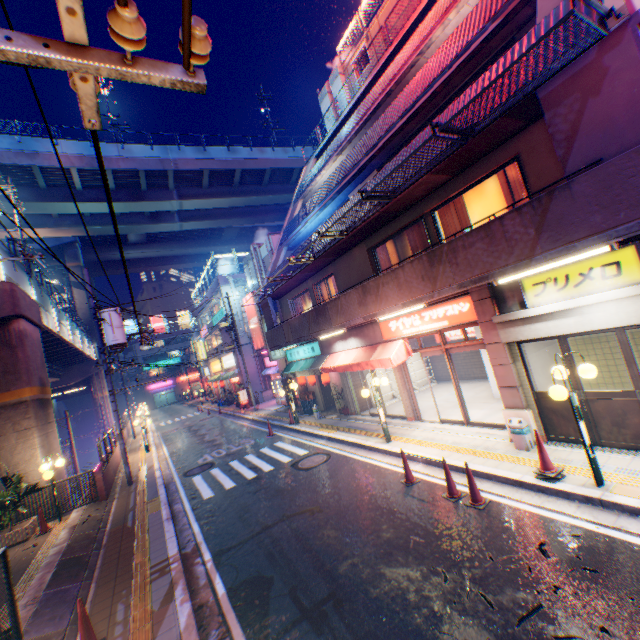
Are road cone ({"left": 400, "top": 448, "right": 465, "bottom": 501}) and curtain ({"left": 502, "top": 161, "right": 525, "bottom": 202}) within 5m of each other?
no

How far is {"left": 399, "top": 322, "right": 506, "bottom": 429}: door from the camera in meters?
9.7

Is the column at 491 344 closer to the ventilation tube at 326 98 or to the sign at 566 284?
the sign at 566 284

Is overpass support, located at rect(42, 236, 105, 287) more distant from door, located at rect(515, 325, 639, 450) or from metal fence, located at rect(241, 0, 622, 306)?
door, located at rect(515, 325, 639, 450)

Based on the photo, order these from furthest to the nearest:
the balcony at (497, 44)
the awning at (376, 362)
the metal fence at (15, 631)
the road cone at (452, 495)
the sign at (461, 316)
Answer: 1. the awning at (376, 362)
2. the sign at (461, 316)
3. the balcony at (497, 44)
4. the road cone at (452, 495)
5. the metal fence at (15, 631)

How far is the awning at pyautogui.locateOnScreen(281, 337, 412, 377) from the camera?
11.2m

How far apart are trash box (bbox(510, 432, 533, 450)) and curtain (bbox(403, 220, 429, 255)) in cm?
524

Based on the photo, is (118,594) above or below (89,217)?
below
